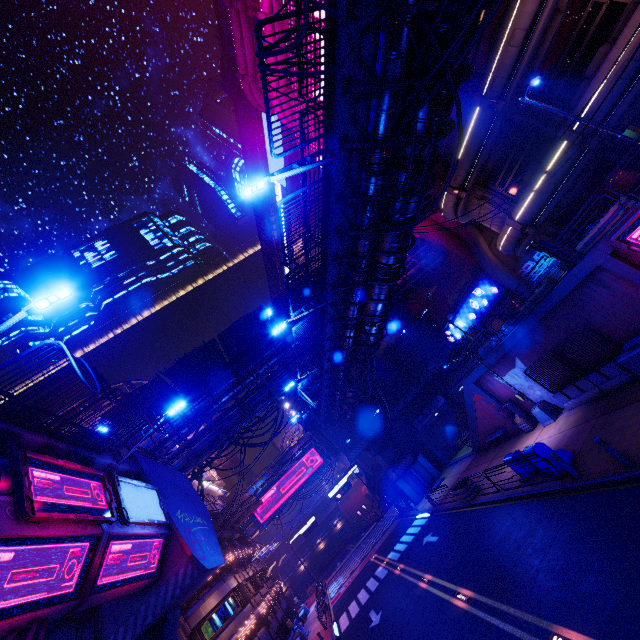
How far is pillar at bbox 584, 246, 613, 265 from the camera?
12.0m

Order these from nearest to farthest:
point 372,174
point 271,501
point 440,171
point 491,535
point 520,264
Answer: point 372,174 → point 491,535 → point 440,171 → point 520,264 → point 271,501

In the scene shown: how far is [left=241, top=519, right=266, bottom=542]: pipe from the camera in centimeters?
4706cm

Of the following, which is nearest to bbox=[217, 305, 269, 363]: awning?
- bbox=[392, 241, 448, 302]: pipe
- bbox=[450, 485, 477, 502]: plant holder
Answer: bbox=[392, 241, 448, 302]: pipe

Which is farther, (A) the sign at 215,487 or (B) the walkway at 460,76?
(A) the sign at 215,487

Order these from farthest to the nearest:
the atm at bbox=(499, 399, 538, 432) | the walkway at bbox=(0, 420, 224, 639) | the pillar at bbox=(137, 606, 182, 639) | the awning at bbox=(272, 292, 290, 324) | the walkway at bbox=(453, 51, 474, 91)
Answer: the awning at bbox=(272, 292, 290, 324) < the atm at bbox=(499, 399, 538, 432) < the pillar at bbox=(137, 606, 182, 639) < the walkway at bbox=(453, 51, 474, 91) < the walkway at bbox=(0, 420, 224, 639)

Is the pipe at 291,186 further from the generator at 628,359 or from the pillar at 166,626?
the pillar at 166,626

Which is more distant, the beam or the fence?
the fence
